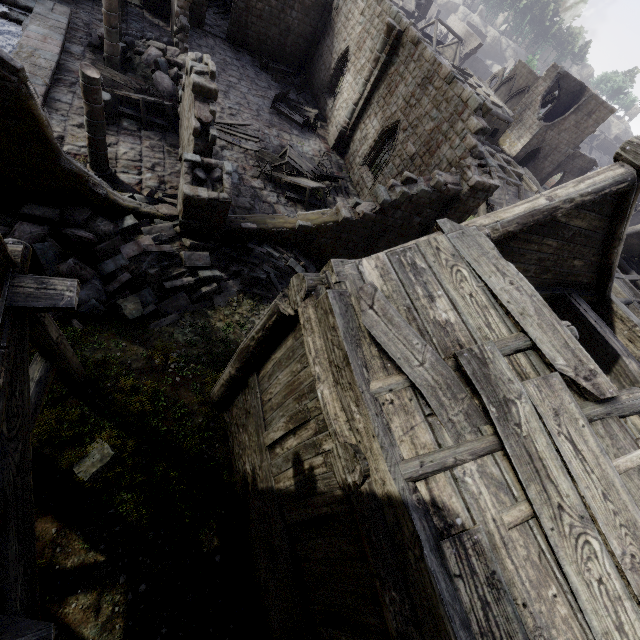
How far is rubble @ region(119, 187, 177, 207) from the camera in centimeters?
1060cm

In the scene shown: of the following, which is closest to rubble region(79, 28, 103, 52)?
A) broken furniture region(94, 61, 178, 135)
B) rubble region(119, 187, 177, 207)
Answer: broken furniture region(94, 61, 178, 135)

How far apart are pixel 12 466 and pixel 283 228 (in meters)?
10.03

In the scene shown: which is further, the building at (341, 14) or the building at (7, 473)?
the building at (7, 473)

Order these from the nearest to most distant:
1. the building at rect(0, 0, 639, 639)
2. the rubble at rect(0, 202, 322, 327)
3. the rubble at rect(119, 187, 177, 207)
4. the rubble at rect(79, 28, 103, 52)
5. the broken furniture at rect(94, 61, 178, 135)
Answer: the building at rect(0, 0, 639, 639) → the rubble at rect(0, 202, 322, 327) → the rubble at rect(119, 187, 177, 207) → the broken furniture at rect(94, 61, 178, 135) → the rubble at rect(79, 28, 103, 52)

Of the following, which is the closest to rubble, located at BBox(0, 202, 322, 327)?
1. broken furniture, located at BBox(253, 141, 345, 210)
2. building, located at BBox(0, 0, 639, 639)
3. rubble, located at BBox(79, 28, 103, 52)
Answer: building, located at BBox(0, 0, 639, 639)

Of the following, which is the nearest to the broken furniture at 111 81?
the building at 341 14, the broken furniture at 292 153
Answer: the building at 341 14
